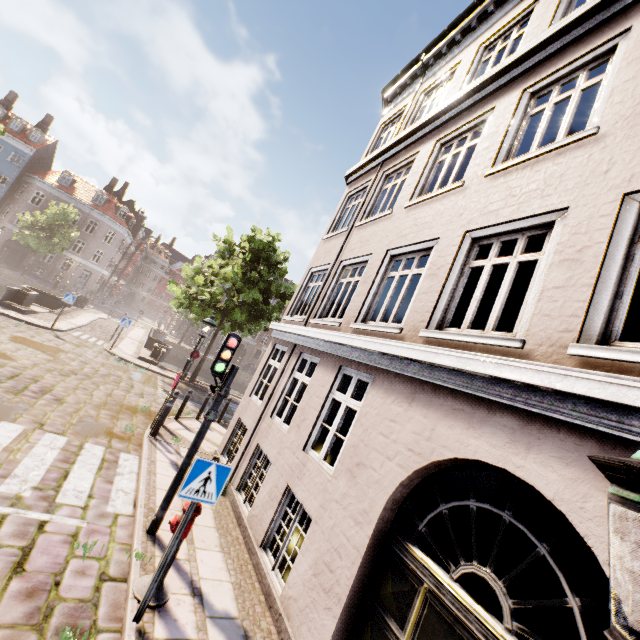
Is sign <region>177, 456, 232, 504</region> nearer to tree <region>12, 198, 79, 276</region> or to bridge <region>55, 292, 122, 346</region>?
tree <region>12, 198, 79, 276</region>

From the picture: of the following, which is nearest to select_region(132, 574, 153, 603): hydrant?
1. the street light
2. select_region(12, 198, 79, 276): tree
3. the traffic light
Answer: the traffic light

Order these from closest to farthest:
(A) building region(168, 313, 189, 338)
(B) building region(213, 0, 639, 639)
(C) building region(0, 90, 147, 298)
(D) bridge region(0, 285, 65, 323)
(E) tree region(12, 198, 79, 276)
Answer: (B) building region(213, 0, 639, 639) → (D) bridge region(0, 285, 65, 323) → (E) tree region(12, 198, 79, 276) → (C) building region(0, 90, 147, 298) → (A) building region(168, 313, 189, 338)

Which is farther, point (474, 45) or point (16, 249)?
point (16, 249)

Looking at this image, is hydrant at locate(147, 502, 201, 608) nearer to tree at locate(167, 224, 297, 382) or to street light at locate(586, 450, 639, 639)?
street light at locate(586, 450, 639, 639)

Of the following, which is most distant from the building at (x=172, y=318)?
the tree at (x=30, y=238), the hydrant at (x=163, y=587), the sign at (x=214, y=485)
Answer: the sign at (x=214, y=485)

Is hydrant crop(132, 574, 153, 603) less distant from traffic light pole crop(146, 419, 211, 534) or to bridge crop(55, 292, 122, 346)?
traffic light pole crop(146, 419, 211, 534)

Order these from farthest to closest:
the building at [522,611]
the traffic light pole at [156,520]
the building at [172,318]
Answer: the building at [172,318], the traffic light pole at [156,520], the building at [522,611]
